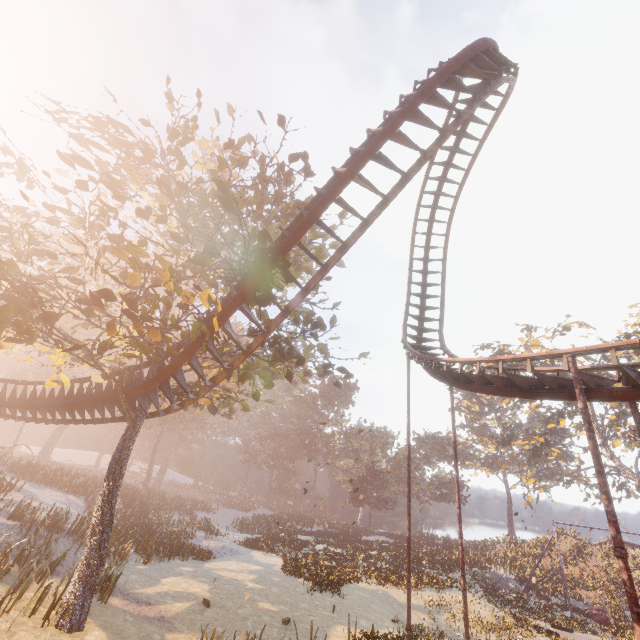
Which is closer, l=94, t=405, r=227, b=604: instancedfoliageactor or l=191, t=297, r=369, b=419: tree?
l=191, t=297, r=369, b=419: tree

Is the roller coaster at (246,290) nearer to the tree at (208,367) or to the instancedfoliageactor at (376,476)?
the tree at (208,367)

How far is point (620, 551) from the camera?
6.0 meters

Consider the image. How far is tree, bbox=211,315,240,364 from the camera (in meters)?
9.44

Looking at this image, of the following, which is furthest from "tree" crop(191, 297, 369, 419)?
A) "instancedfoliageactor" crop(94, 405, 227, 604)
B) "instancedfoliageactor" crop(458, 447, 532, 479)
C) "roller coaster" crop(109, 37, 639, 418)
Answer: "instancedfoliageactor" crop(458, 447, 532, 479)

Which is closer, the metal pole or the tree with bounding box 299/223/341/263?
the metal pole

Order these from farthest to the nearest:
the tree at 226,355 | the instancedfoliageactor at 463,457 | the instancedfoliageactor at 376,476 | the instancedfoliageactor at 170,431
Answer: the instancedfoliageactor at 463,457 → the instancedfoliageactor at 376,476 → the instancedfoliageactor at 170,431 → the tree at 226,355
